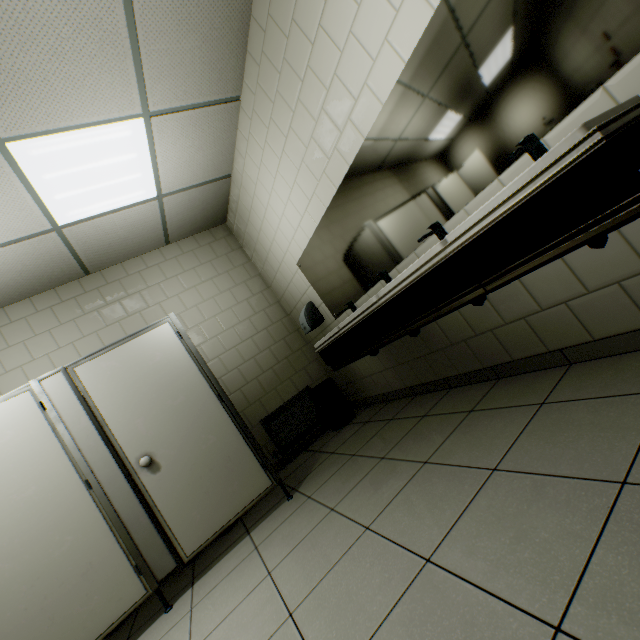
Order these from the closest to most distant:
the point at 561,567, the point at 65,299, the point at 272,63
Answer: the point at 561,567 < the point at 272,63 < the point at 65,299

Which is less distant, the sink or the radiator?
the sink

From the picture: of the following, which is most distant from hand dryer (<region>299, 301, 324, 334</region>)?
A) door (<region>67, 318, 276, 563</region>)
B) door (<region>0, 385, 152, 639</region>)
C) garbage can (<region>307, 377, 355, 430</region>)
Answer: door (<region>0, 385, 152, 639</region>)

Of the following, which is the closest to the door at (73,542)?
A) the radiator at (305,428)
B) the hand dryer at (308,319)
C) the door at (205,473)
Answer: the door at (205,473)

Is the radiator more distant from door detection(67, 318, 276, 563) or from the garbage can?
door detection(67, 318, 276, 563)

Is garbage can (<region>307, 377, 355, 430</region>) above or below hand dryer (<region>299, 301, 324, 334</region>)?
below

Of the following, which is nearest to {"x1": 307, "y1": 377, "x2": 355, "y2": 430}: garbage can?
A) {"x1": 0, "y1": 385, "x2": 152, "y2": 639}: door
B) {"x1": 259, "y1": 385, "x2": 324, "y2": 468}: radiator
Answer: {"x1": 259, "y1": 385, "x2": 324, "y2": 468}: radiator

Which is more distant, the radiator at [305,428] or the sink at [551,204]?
the radiator at [305,428]
